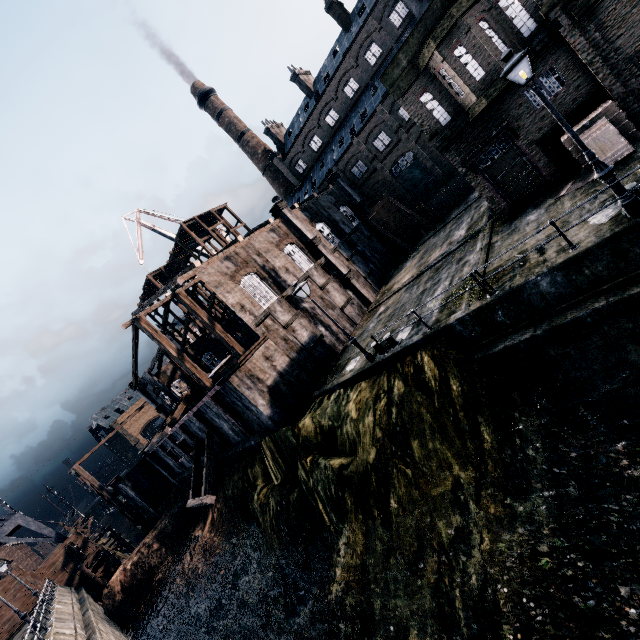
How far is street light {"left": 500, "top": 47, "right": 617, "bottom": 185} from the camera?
8.5 meters

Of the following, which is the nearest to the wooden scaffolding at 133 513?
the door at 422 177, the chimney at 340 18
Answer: the door at 422 177

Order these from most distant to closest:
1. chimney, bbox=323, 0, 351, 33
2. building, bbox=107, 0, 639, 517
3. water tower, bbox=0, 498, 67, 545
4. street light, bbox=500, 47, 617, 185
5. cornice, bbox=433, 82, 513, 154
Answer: chimney, bbox=323, 0, 351, 33
water tower, bbox=0, 498, 67, 545
cornice, bbox=433, 82, 513, 154
building, bbox=107, 0, 639, 517
street light, bbox=500, 47, 617, 185

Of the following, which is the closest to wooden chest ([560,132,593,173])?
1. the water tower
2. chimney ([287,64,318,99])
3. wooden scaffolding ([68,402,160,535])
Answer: chimney ([287,64,318,99])

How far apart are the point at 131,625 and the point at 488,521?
35.88m

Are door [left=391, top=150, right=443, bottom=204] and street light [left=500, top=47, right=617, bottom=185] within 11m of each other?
no

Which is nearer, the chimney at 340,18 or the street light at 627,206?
the street light at 627,206

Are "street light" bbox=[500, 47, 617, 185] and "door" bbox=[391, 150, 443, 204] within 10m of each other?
no
